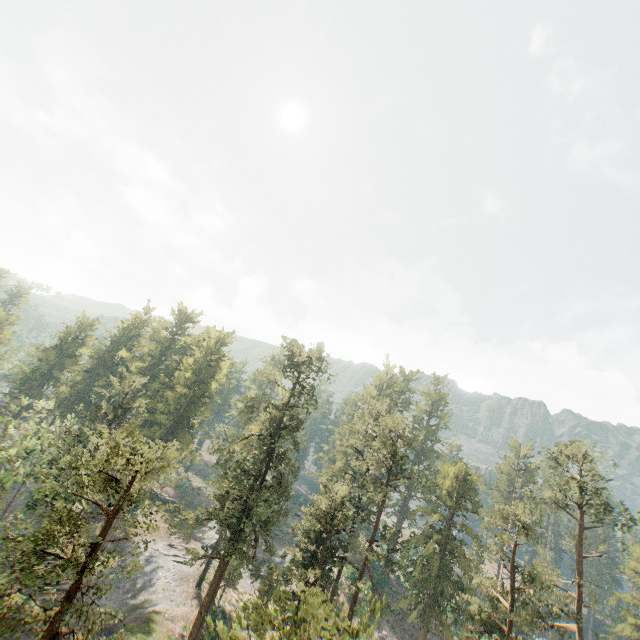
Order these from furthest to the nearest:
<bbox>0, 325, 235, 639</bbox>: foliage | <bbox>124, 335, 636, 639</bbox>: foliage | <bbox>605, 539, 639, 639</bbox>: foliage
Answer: <bbox>605, 539, 639, 639</bbox>: foliage, <bbox>124, 335, 636, 639</bbox>: foliage, <bbox>0, 325, 235, 639</bbox>: foliage

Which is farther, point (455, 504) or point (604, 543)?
point (455, 504)

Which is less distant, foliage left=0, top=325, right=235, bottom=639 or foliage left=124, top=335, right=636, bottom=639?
foliage left=0, top=325, right=235, bottom=639

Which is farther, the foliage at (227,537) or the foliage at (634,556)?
the foliage at (634,556)
